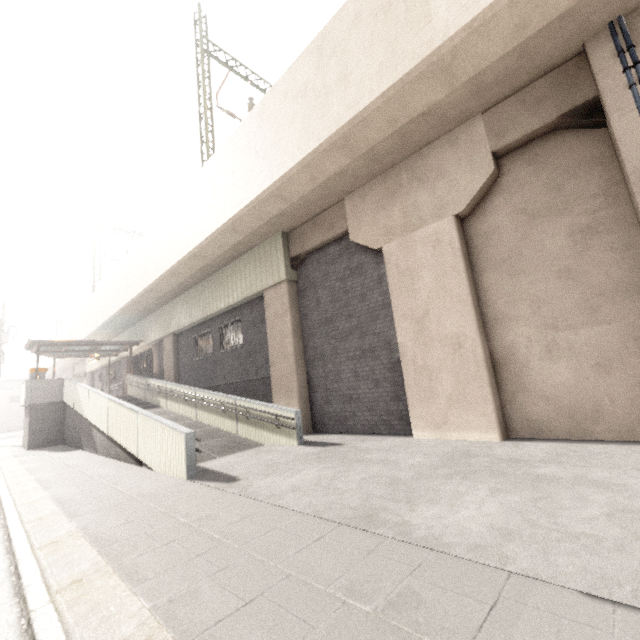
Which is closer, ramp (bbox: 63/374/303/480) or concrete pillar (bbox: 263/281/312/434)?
ramp (bbox: 63/374/303/480)

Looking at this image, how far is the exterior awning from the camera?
17.17m

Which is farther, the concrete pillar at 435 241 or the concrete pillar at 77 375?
the concrete pillar at 77 375

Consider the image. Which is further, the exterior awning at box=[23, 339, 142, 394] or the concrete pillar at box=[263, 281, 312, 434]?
the exterior awning at box=[23, 339, 142, 394]

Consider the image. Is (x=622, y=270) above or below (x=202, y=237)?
below

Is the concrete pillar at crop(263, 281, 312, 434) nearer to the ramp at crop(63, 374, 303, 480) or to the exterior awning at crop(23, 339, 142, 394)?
the ramp at crop(63, 374, 303, 480)

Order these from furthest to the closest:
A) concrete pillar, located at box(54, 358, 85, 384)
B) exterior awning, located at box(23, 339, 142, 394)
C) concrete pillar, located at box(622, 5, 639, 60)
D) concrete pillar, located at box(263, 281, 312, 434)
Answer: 1. concrete pillar, located at box(54, 358, 85, 384)
2. exterior awning, located at box(23, 339, 142, 394)
3. concrete pillar, located at box(263, 281, 312, 434)
4. concrete pillar, located at box(622, 5, 639, 60)

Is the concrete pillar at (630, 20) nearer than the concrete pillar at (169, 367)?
Yes
